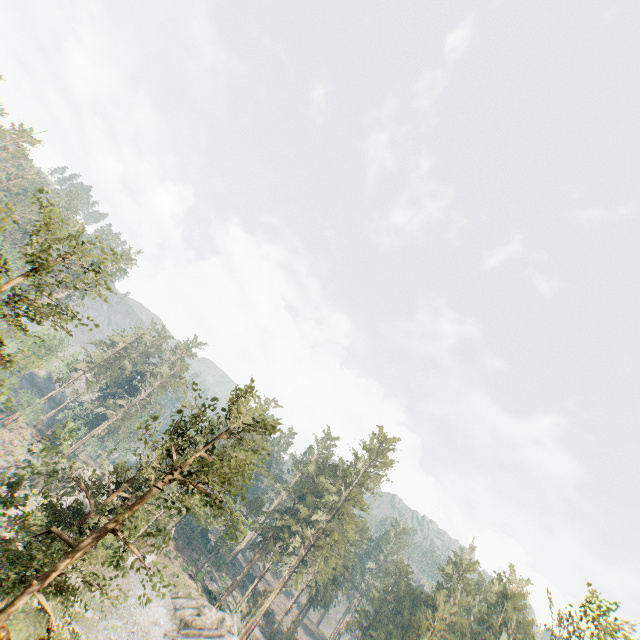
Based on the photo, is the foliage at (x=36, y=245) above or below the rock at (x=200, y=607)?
above

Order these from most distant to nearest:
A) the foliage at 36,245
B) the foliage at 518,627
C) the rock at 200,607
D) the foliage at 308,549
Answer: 1. the foliage at 518,627
2. the rock at 200,607
3. the foliage at 308,549
4. the foliage at 36,245

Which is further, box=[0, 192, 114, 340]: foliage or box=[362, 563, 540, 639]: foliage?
box=[362, 563, 540, 639]: foliage

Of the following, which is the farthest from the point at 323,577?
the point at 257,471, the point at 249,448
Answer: the point at 249,448

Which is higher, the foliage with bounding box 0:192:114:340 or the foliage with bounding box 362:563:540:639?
the foliage with bounding box 362:563:540:639

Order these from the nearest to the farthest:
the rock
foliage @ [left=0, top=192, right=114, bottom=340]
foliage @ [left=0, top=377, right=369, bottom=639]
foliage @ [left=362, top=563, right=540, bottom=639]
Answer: foliage @ [left=0, top=192, right=114, bottom=340], foliage @ [left=0, top=377, right=369, bottom=639], the rock, foliage @ [left=362, top=563, right=540, bottom=639]

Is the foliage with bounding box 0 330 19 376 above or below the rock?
above
